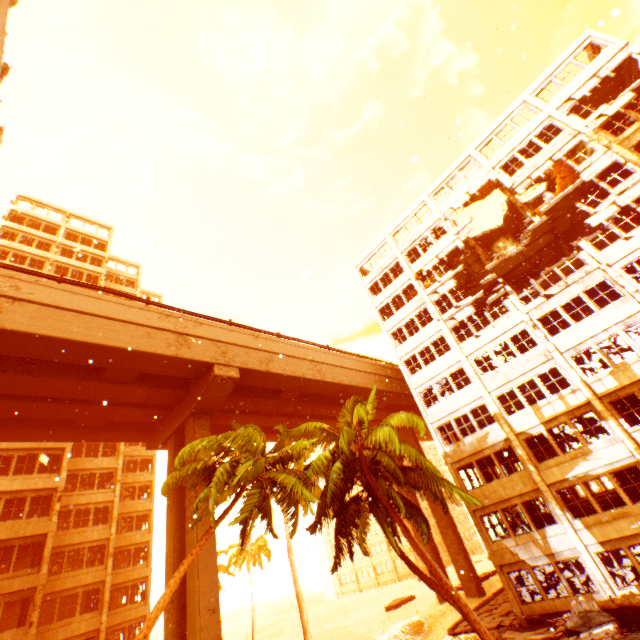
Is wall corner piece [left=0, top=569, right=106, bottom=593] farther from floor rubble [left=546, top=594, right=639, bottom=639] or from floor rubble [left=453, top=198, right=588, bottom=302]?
floor rubble [left=453, top=198, right=588, bottom=302]

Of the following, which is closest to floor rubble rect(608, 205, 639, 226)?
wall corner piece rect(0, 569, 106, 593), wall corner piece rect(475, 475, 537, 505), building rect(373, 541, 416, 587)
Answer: wall corner piece rect(475, 475, 537, 505)

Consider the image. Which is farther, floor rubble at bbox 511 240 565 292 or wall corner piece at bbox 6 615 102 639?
floor rubble at bbox 511 240 565 292

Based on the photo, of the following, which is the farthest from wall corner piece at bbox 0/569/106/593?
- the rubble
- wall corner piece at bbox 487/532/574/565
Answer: wall corner piece at bbox 487/532/574/565

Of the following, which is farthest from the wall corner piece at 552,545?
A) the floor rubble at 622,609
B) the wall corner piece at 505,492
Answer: the floor rubble at 622,609

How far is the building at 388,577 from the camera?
56.2m

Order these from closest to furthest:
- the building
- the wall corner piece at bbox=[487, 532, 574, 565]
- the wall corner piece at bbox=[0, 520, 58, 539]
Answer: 1. the wall corner piece at bbox=[487, 532, 574, 565]
2. the wall corner piece at bbox=[0, 520, 58, 539]
3. the building

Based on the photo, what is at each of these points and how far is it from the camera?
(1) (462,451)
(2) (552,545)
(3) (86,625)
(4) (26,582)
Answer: (1) wall corner piece, 22.6m
(2) wall corner piece, 17.9m
(3) wall corner piece, 24.5m
(4) wall corner piece, 20.6m
